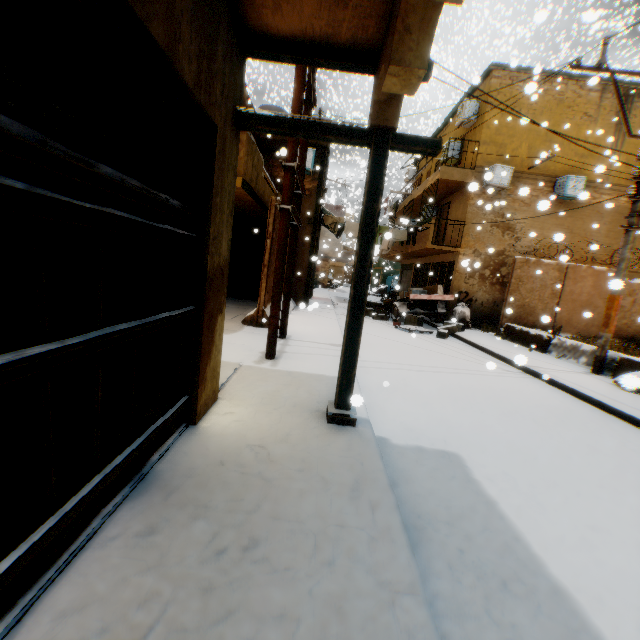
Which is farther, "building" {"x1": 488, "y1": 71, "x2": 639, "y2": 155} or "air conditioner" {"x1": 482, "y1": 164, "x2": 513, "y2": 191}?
"building" {"x1": 488, "y1": 71, "x2": 639, "y2": 155}

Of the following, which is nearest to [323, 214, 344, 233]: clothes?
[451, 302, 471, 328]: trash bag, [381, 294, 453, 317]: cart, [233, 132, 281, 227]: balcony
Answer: [233, 132, 281, 227]: balcony

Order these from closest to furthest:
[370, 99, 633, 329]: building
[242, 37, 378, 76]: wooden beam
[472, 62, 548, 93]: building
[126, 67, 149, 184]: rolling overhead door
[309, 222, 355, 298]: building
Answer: [126, 67, 149, 184]: rolling overhead door → [242, 37, 378, 76]: wooden beam → [472, 62, 548, 93]: building → [370, 99, 633, 329]: building → [309, 222, 355, 298]: building

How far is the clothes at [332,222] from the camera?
14.5 meters

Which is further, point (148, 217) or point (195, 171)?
point (195, 171)

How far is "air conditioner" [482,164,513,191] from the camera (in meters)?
11.23

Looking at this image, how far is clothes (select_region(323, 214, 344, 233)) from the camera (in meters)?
14.46

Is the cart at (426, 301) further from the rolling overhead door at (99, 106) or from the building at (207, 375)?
the rolling overhead door at (99, 106)
